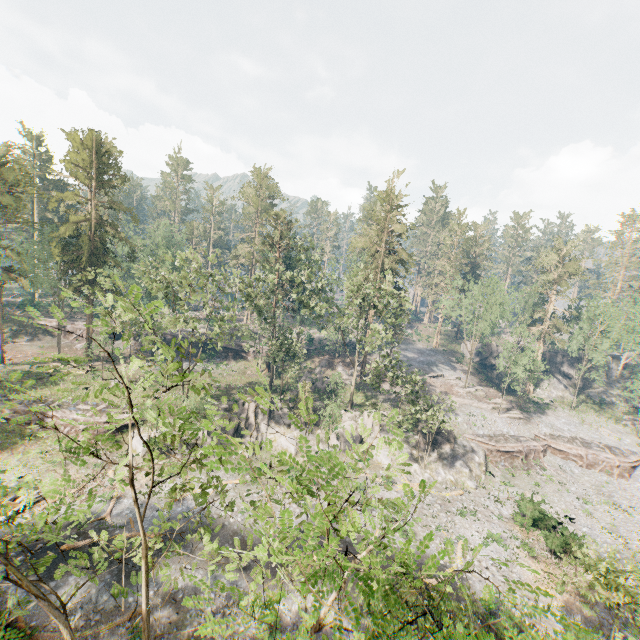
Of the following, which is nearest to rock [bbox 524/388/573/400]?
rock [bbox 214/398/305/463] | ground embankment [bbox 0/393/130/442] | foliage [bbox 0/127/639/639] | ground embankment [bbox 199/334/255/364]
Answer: rock [bbox 214/398/305/463]

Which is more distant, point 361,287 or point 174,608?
point 361,287

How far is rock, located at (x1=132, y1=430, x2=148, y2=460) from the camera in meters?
32.9

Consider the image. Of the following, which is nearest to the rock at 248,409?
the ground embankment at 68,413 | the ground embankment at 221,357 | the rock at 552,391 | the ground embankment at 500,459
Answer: the ground embankment at 68,413

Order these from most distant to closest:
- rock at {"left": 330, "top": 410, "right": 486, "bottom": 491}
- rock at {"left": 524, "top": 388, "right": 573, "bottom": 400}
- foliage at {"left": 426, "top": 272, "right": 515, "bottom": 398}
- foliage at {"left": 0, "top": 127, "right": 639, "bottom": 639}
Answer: rock at {"left": 524, "top": 388, "right": 573, "bottom": 400} < foliage at {"left": 426, "top": 272, "right": 515, "bottom": 398} < rock at {"left": 330, "top": 410, "right": 486, "bottom": 491} < foliage at {"left": 0, "top": 127, "right": 639, "bottom": 639}

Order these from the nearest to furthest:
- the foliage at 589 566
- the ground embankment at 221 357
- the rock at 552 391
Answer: the foliage at 589 566, the ground embankment at 221 357, the rock at 552 391

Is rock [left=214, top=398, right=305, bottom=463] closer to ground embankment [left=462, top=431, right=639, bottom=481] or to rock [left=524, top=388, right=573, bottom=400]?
ground embankment [left=462, top=431, right=639, bottom=481]
